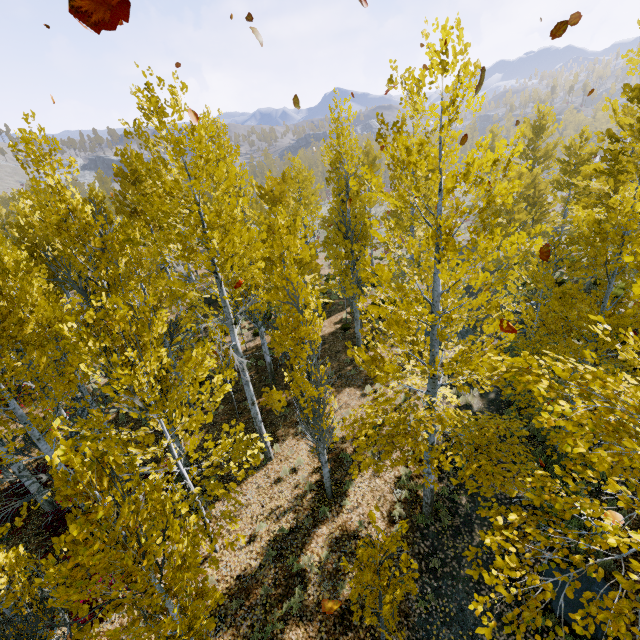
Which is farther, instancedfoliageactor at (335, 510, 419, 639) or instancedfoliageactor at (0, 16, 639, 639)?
instancedfoliageactor at (335, 510, 419, 639)

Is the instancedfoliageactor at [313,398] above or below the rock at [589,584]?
above

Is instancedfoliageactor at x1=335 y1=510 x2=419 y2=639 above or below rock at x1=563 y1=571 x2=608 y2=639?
above

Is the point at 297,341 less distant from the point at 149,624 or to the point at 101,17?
the point at 149,624

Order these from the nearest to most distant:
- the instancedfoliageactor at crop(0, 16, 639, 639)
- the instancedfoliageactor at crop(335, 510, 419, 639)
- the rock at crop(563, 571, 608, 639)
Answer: the instancedfoliageactor at crop(0, 16, 639, 639) → the instancedfoliageactor at crop(335, 510, 419, 639) → the rock at crop(563, 571, 608, 639)

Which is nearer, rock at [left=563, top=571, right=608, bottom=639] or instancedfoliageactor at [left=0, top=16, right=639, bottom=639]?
instancedfoliageactor at [left=0, top=16, right=639, bottom=639]

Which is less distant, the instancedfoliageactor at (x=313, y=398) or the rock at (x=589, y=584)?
the instancedfoliageactor at (x=313, y=398)
